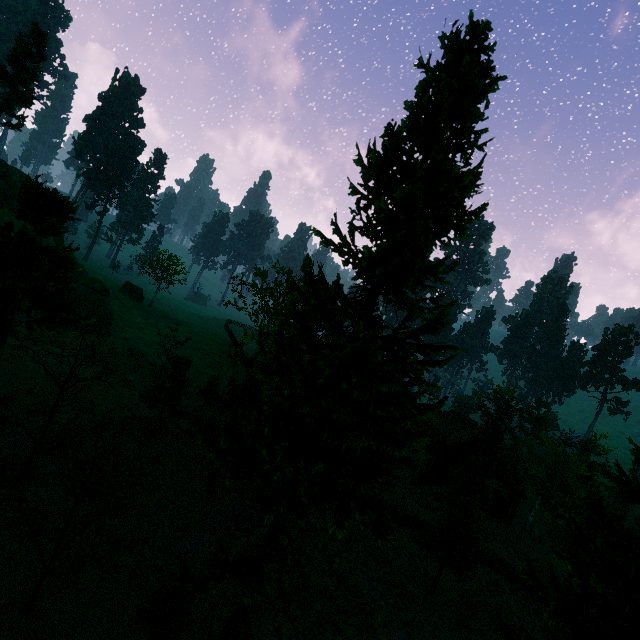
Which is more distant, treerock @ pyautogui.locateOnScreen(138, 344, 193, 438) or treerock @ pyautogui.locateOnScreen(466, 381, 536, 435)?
treerock @ pyautogui.locateOnScreen(466, 381, 536, 435)

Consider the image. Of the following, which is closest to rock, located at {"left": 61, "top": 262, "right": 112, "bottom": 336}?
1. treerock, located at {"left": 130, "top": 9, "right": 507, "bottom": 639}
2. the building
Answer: treerock, located at {"left": 130, "top": 9, "right": 507, "bottom": 639}

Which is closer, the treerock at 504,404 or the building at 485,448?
the building at 485,448

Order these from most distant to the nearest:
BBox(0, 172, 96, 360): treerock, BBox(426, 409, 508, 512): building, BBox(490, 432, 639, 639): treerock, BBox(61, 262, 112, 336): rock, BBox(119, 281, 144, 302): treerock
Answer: BBox(119, 281, 144, 302): treerock → BBox(426, 409, 508, 512): building → BBox(61, 262, 112, 336): rock → BBox(0, 172, 96, 360): treerock → BBox(490, 432, 639, 639): treerock

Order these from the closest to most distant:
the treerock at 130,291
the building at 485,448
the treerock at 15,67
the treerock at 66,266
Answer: the treerock at 66,266
the building at 485,448
the treerock at 15,67
the treerock at 130,291

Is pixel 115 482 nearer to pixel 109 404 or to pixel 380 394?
pixel 109 404

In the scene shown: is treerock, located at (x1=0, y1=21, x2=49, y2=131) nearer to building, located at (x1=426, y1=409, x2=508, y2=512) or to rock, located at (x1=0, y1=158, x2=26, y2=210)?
building, located at (x1=426, y1=409, x2=508, y2=512)
